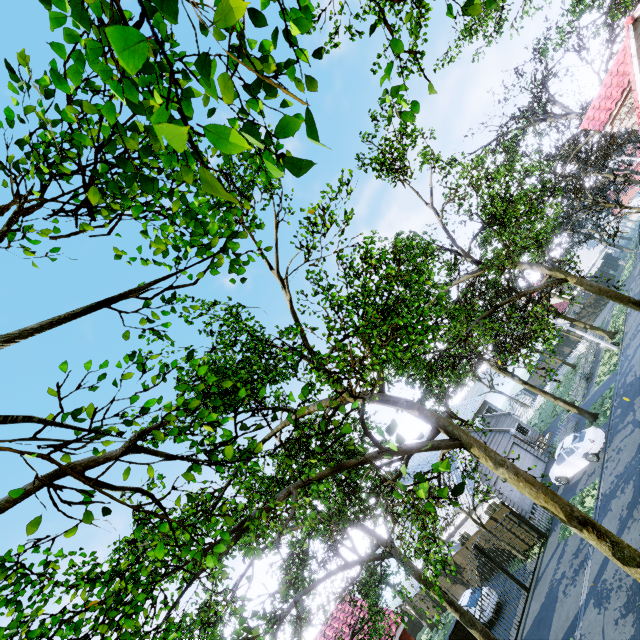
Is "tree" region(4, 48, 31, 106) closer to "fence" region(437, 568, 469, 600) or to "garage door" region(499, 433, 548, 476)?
"garage door" region(499, 433, 548, 476)

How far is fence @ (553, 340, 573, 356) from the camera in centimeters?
5075cm

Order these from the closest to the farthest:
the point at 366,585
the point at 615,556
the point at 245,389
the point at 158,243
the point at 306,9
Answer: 1. the point at 306,9
2. the point at 158,243
3. the point at 615,556
4. the point at 245,389
5. the point at 366,585

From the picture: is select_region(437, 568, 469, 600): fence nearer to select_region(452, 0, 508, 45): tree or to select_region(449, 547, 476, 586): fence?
select_region(449, 547, 476, 586): fence

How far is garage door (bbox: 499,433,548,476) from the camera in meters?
23.7 m

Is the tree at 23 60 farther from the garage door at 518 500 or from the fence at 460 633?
the fence at 460 633

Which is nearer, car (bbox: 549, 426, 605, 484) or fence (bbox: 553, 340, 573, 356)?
car (bbox: 549, 426, 605, 484)

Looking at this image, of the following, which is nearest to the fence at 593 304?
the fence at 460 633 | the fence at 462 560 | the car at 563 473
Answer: the car at 563 473
